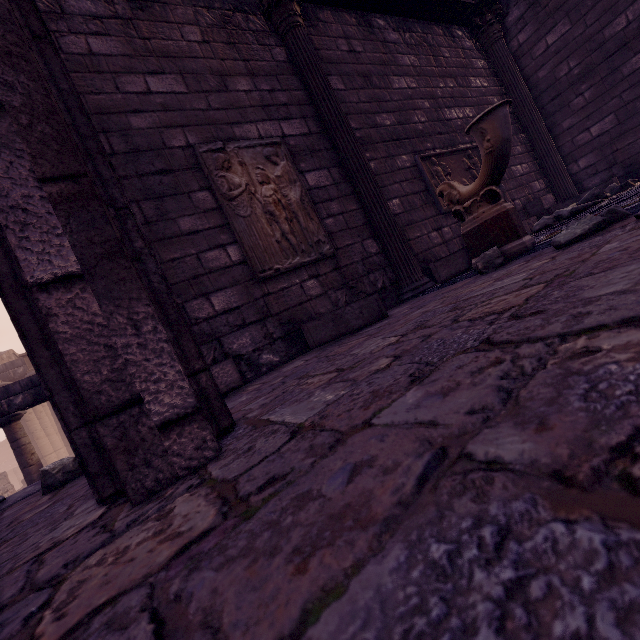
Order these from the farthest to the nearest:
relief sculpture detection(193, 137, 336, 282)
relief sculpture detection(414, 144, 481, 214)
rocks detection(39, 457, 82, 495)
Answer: relief sculpture detection(414, 144, 481, 214) < relief sculpture detection(193, 137, 336, 282) < rocks detection(39, 457, 82, 495)

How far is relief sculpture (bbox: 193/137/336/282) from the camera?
3.6m

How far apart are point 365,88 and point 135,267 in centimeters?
568cm

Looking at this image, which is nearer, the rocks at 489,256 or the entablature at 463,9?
the rocks at 489,256

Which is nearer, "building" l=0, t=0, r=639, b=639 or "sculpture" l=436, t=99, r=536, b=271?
"building" l=0, t=0, r=639, b=639

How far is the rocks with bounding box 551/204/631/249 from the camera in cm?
214

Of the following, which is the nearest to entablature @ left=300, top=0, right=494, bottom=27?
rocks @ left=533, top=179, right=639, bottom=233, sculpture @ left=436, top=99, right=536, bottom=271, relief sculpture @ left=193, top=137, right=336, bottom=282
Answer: relief sculpture @ left=193, top=137, right=336, bottom=282

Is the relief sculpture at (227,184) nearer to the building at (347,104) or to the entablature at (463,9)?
the building at (347,104)
